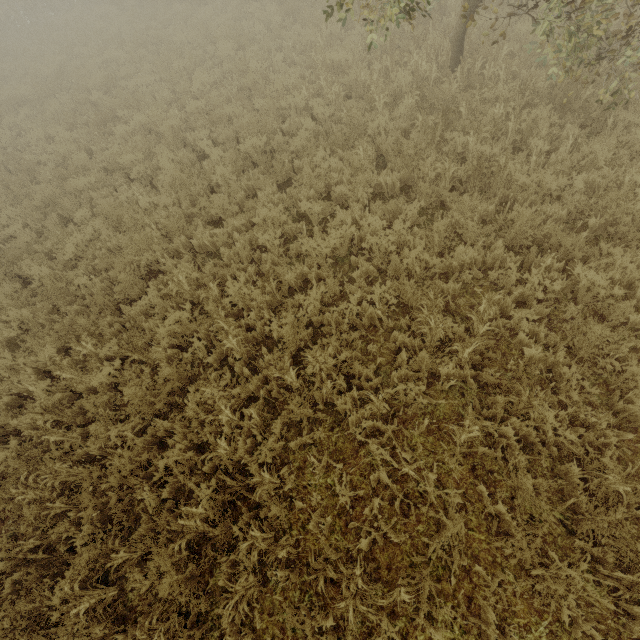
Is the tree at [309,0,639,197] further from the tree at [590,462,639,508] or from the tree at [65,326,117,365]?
the tree at [65,326,117,365]

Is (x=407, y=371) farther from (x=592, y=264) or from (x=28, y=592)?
(x=28, y=592)

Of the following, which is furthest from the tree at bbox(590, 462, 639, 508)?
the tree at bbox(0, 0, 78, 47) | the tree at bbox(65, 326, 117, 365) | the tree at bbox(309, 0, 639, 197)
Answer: the tree at bbox(0, 0, 78, 47)

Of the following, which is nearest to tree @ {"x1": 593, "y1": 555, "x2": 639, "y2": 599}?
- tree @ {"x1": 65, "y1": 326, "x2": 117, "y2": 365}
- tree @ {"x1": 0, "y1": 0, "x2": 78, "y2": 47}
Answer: tree @ {"x1": 65, "y1": 326, "x2": 117, "y2": 365}

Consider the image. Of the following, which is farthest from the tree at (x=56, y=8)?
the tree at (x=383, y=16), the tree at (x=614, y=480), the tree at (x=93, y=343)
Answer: the tree at (x=614, y=480)

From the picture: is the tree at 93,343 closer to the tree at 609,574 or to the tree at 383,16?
the tree at 383,16

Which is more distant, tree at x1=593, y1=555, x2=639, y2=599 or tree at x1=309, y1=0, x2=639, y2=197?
tree at x1=309, y1=0, x2=639, y2=197

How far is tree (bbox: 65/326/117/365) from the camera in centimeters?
523cm
